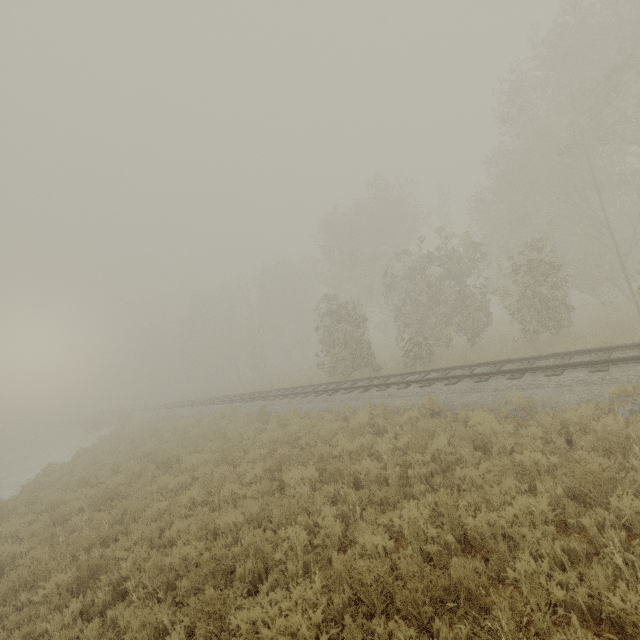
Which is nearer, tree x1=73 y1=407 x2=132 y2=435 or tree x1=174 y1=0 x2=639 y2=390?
tree x1=174 y1=0 x2=639 y2=390

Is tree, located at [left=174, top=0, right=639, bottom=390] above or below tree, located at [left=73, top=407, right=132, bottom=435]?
above

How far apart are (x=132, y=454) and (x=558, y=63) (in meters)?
29.24

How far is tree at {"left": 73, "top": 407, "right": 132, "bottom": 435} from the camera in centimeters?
3127cm

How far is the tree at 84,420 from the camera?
31.3 meters

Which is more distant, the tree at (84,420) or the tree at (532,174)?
the tree at (84,420)
